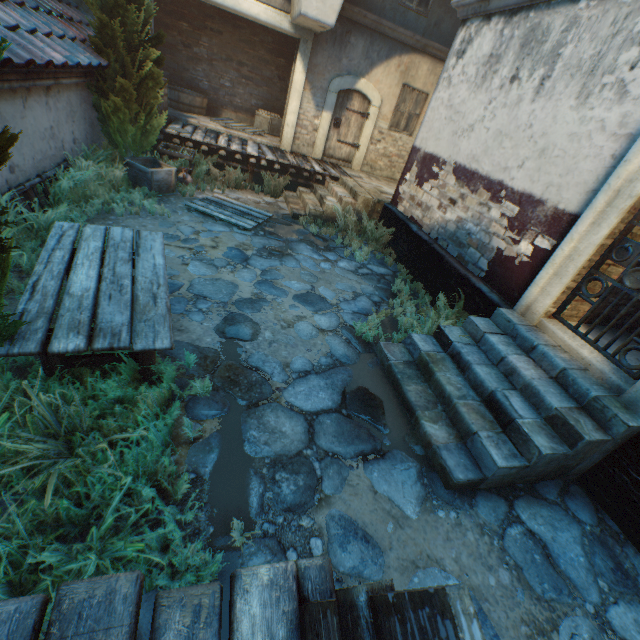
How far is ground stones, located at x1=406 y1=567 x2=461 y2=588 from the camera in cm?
237

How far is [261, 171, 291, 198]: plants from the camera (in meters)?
9.00

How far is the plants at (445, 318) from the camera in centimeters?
471cm

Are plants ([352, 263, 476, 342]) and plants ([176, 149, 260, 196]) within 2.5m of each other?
no

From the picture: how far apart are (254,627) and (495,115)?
7.1m

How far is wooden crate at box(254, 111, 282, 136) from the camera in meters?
11.6

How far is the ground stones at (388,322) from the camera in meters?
5.0 m

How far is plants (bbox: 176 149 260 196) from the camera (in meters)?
Answer: 7.76
